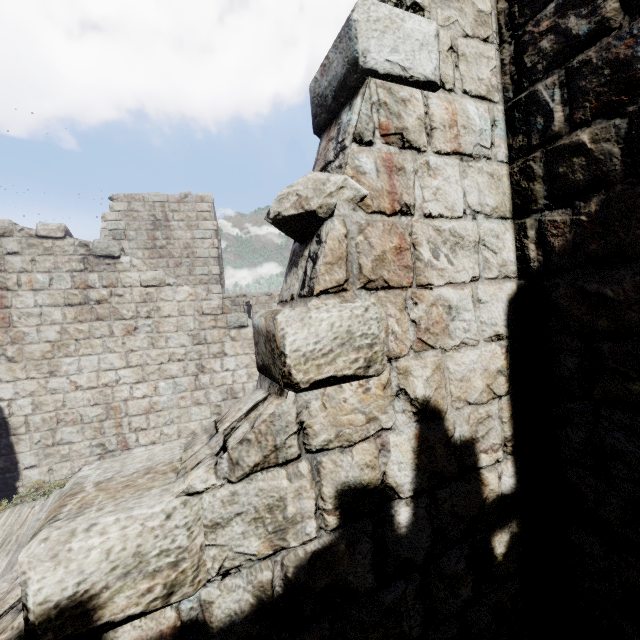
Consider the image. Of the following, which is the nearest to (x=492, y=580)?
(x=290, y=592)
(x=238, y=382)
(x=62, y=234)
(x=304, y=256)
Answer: (x=290, y=592)

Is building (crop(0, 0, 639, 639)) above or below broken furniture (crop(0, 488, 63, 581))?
above

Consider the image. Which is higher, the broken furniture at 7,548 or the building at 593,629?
the building at 593,629

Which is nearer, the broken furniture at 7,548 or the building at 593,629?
the building at 593,629

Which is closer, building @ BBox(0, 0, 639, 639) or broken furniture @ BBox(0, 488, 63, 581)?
building @ BBox(0, 0, 639, 639)
